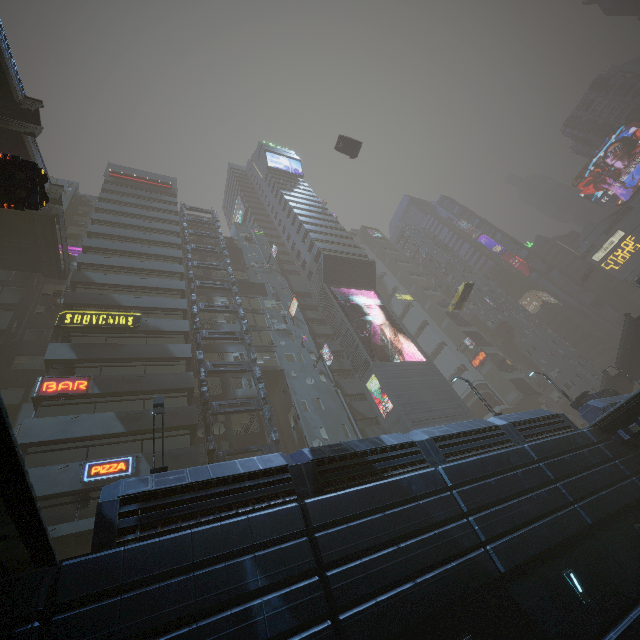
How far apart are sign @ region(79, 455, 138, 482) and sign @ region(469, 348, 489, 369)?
54.31m

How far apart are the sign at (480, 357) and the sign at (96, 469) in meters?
54.3

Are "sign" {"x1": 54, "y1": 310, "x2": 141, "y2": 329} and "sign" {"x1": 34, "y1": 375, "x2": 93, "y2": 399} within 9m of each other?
yes

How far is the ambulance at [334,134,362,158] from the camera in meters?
39.3 m

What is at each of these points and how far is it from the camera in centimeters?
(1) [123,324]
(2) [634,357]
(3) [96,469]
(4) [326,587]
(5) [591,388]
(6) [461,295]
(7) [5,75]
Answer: (1) sign, 2497cm
(2) stairs, 3656cm
(3) sign, 1700cm
(4) building, 852cm
(5) building, 5709cm
(6) taxi, 4012cm
(7) stairs, 1722cm

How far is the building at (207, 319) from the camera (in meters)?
32.69

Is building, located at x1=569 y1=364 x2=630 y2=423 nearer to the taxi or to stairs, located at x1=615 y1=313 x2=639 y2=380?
the taxi

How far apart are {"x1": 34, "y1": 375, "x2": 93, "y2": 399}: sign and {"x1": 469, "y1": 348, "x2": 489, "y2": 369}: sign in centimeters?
5599cm
